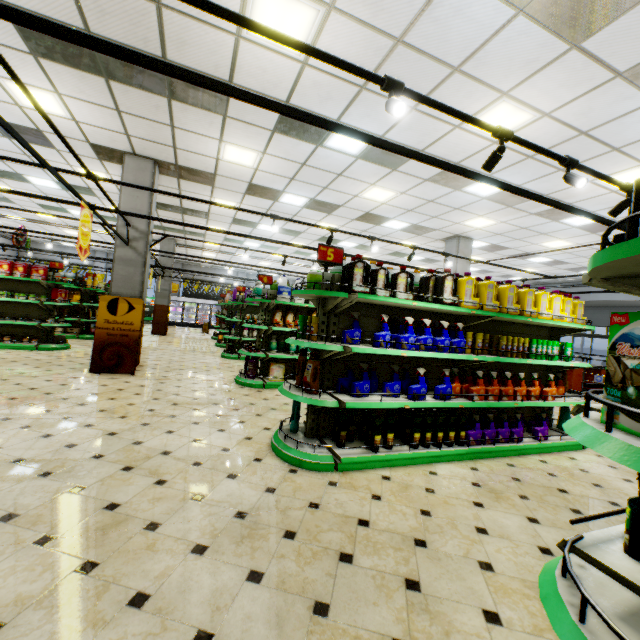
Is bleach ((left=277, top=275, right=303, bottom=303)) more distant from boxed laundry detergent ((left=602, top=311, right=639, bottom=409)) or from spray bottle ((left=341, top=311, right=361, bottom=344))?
boxed laundry detergent ((left=602, top=311, right=639, bottom=409))

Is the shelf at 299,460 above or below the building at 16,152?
below

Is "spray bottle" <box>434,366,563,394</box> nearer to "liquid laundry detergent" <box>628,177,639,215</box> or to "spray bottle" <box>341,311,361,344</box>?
"spray bottle" <box>341,311,361,344</box>

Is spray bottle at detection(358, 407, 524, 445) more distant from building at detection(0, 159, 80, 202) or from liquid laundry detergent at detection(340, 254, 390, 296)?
liquid laundry detergent at detection(340, 254, 390, 296)

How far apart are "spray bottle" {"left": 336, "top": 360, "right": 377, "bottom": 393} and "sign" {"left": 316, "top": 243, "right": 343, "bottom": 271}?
1.2m

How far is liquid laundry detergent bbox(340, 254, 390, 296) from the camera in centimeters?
366cm

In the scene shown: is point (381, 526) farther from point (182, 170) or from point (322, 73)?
point (182, 170)

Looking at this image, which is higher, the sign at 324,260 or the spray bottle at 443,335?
the sign at 324,260
